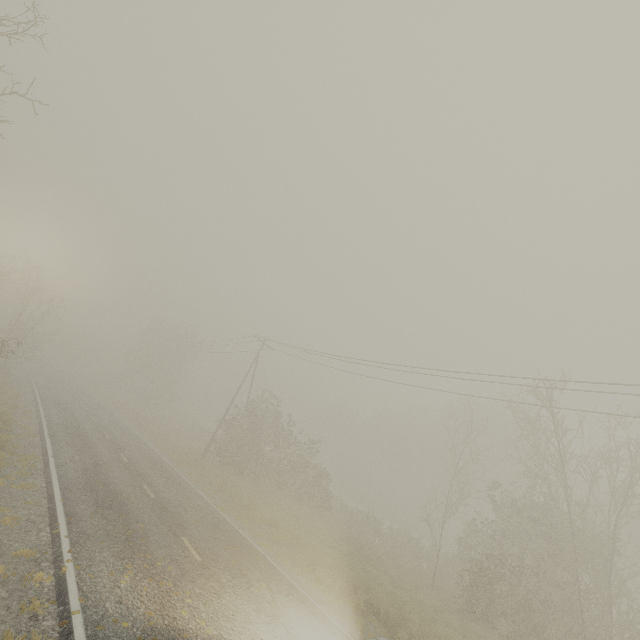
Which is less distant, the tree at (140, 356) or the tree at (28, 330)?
the tree at (28, 330)

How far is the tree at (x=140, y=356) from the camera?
46.9m

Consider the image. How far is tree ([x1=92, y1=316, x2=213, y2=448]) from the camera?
46.91m

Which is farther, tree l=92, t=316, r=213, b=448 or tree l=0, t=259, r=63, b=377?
tree l=92, t=316, r=213, b=448

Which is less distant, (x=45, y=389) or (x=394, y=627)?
(x=394, y=627)
